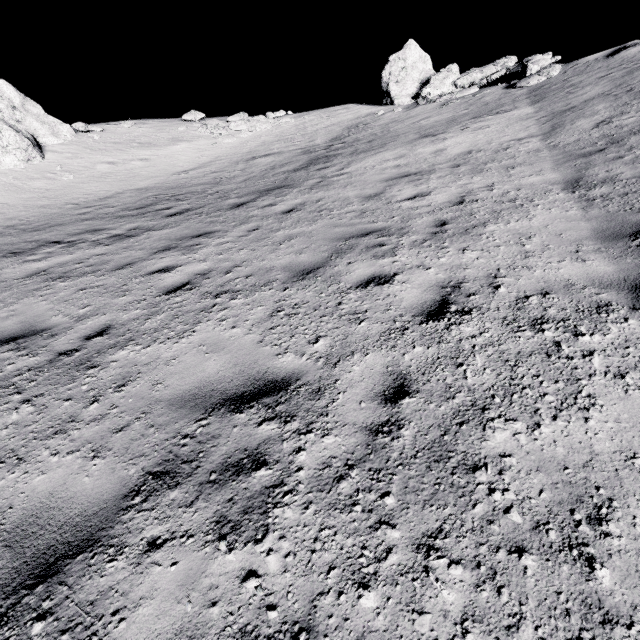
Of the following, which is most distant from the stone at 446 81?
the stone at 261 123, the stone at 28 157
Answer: the stone at 28 157

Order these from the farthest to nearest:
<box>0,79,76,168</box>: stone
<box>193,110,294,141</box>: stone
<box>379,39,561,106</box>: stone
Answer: <box>193,110,294,141</box>: stone → <box>0,79,76,168</box>: stone → <box>379,39,561,106</box>: stone

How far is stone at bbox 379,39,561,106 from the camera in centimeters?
1451cm

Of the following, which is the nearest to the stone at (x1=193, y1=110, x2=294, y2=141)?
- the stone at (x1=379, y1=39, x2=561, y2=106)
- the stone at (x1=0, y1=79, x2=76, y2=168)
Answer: the stone at (x1=0, y1=79, x2=76, y2=168)

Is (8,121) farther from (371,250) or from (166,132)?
(371,250)

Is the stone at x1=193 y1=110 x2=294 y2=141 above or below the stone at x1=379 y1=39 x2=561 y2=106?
below

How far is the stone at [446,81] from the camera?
14.5 meters
